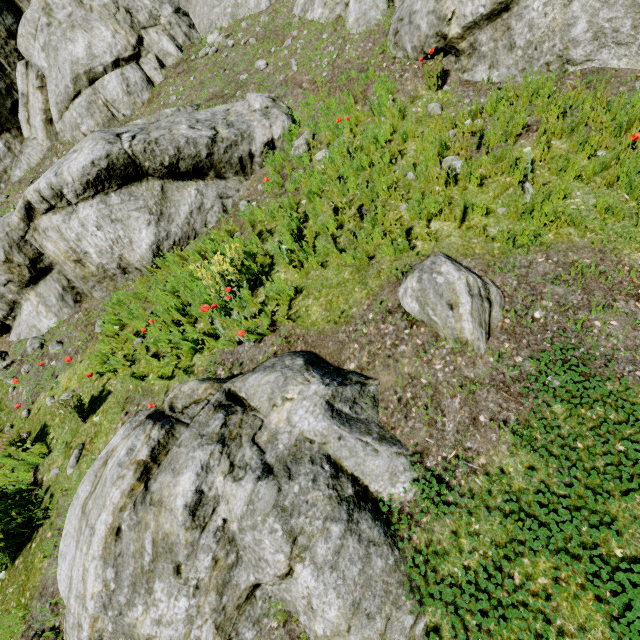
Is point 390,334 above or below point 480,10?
below

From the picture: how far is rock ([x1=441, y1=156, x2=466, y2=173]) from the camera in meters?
4.2

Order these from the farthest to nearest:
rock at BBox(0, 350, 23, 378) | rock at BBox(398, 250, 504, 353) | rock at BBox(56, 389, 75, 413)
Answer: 1. rock at BBox(0, 350, 23, 378)
2. rock at BBox(56, 389, 75, 413)
3. rock at BBox(398, 250, 504, 353)

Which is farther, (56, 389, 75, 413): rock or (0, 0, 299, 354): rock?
(0, 0, 299, 354): rock

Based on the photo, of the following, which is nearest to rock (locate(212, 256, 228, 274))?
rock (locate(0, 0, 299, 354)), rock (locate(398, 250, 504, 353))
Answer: rock (locate(0, 0, 299, 354))

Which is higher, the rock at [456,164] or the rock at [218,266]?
the rock at [456,164]

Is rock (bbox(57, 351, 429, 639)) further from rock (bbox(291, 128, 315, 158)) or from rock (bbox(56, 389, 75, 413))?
rock (bbox(56, 389, 75, 413))

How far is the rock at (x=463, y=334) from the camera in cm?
321
